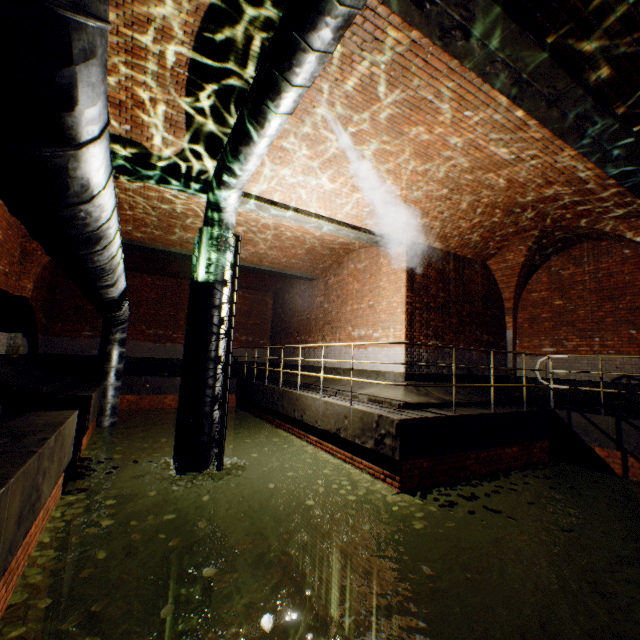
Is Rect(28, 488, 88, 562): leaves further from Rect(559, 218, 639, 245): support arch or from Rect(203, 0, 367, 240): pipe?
Rect(559, 218, 639, 245): support arch

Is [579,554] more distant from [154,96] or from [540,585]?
[154,96]

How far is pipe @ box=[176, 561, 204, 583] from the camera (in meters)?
5.54

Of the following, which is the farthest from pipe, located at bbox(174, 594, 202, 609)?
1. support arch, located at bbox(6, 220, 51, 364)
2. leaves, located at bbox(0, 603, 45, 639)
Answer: leaves, located at bbox(0, 603, 45, 639)

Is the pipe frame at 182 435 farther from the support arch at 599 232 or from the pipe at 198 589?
the support arch at 599 232

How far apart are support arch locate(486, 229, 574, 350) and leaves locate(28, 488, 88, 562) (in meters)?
11.31

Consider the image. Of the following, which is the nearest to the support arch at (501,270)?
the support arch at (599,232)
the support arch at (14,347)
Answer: the support arch at (599,232)
